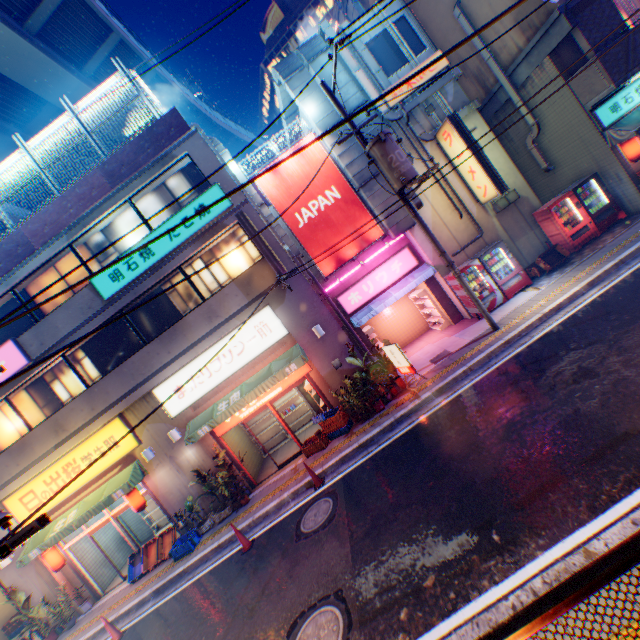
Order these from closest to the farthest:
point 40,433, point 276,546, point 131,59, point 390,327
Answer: point 276,546
point 40,433
point 390,327
point 131,59

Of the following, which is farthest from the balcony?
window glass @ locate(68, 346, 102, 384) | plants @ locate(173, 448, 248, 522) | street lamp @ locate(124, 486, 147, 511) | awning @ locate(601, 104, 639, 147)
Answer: street lamp @ locate(124, 486, 147, 511)

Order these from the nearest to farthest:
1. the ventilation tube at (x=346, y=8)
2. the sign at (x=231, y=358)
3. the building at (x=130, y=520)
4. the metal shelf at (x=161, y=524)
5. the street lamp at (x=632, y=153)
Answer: the street lamp at (x=632, y=153), the sign at (x=231, y=358), the metal shelf at (x=161, y=524), the building at (x=130, y=520), the ventilation tube at (x=346, y=8)

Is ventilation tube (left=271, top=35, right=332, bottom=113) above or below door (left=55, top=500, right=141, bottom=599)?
above

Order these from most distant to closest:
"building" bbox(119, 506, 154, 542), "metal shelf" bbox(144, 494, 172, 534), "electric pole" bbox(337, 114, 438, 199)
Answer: "building" bbox(119, 506, 154, 542)
"metal shelf" bbox(144, 494, 172, 534)
"electric pole" bbox(337, 114, 438, 199)

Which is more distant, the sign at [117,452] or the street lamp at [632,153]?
the sign at [117,452]

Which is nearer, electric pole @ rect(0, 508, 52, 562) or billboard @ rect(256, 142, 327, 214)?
electric pole @ rect(0, 508, 52, 562)

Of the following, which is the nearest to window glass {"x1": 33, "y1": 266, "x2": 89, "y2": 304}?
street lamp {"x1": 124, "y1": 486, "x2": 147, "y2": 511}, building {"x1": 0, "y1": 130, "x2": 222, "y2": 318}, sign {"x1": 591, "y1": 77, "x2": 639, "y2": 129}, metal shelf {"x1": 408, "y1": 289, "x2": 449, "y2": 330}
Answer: building {"x1": 0, "y1": 130, "x2": 222, "y2": 318}
